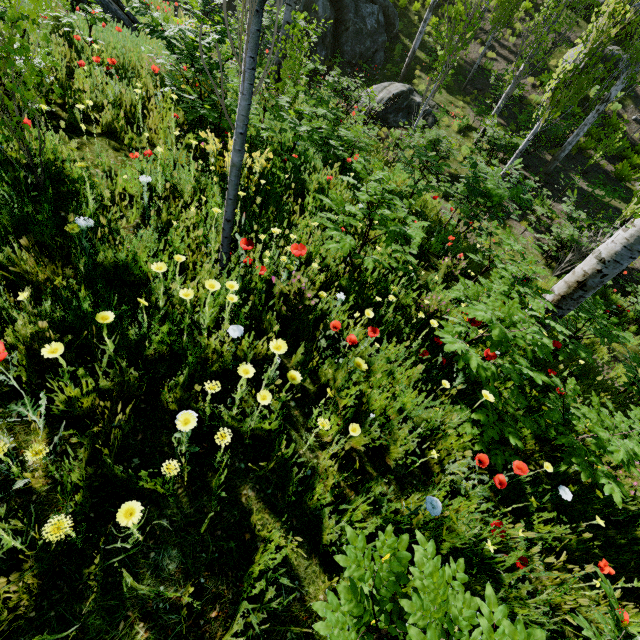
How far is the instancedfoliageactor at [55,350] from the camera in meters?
1.3

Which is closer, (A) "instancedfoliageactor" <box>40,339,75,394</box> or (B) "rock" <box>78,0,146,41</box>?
(A) "instancedfoliageactor" <box>40,339,75,394</box>

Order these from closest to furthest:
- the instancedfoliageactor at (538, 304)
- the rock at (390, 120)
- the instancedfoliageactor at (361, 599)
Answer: the instancedfoliageactor at (361, 599), the instancedfoliageactor at (538, 304), the rock at (390, 120)

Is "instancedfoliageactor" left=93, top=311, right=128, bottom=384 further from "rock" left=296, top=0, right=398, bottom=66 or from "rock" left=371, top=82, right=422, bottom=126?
"rock" left=371, top=82, right=422, bottom=126

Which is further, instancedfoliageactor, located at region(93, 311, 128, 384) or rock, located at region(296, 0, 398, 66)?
rock, located at region(296, 0, 398, 66)

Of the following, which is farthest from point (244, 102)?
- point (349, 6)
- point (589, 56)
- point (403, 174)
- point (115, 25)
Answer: point (349, 6)

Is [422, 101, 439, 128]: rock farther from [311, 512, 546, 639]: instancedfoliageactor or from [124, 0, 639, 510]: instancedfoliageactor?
[311, 512, 546, 639]: instancedfoliageactor

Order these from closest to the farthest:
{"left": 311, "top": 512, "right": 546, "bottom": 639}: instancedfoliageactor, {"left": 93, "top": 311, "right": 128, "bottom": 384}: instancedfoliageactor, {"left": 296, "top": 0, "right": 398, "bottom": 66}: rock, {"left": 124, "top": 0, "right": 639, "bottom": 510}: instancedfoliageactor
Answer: {"left": 311, "top": 512, "right": 546, "bottom": 639}: instancedfoliageactor → {"left": 93, "top": 311, "right": 128, "bottom": 384}: instancedfoliageactor → {"left": 124, "top": 0, "right": 639, "bottom": 510}: instancedfoliageactor → {"left": 296, "top": 0, "right": 398, "bottom": 66}: rock
